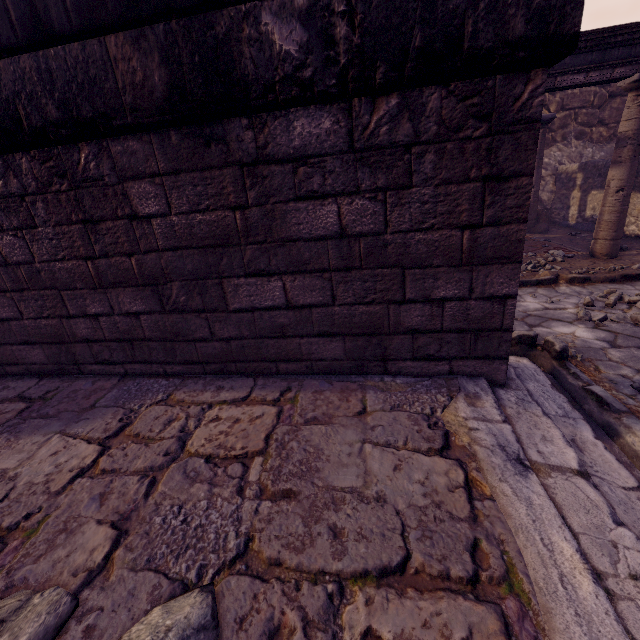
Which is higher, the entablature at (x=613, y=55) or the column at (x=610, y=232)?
the entablature at (x=613, y=55)

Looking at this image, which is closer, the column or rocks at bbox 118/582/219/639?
rocks at bbox 118/582/219/639

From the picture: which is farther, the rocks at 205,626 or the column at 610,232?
the column at 610,232

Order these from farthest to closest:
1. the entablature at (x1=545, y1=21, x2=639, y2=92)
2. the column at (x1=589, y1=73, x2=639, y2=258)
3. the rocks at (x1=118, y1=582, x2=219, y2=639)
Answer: the column at (x1=589, y1=73, x2=639, y2=258)
the entablature at (x1=545, y1=21, x2=639, y2=92)
the rocks at (x1=118, y1=582, x2=219, y2=639)

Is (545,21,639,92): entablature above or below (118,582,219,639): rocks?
above

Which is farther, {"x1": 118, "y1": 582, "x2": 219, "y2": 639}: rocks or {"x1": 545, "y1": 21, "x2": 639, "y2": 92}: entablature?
{"x1": 545, "y1": 21, "x2": 639, "y2": 92}: entablature

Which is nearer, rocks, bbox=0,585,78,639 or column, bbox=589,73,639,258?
rocks, bbox=0,585,78,639

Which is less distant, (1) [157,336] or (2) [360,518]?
(2) [360,518]
